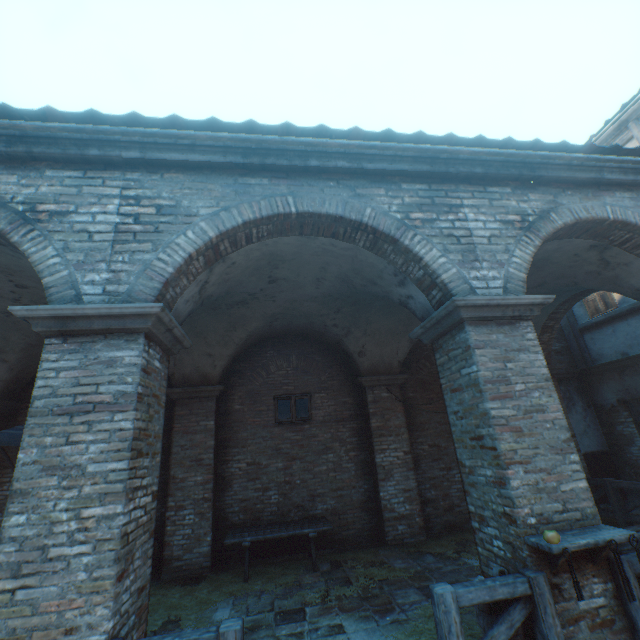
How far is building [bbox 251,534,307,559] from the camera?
7.58m

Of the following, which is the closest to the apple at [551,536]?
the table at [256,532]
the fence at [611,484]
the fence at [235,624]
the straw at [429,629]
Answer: the straw at [429,629]

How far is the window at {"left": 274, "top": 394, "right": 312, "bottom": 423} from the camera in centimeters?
873cm

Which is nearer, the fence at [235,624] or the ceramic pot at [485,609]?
the fence at [235,624]

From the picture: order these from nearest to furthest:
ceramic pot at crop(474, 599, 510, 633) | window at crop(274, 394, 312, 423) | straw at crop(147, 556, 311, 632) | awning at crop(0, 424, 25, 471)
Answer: ceramic pot at crop(474, 599, 510, 633), straw at crop(147, 556, 311, 632), awning at crop(0, 424, 25, 471), window at crop(274, 394, 312, 423)

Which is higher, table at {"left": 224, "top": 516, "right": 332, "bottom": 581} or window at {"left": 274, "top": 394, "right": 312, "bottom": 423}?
window at {"left": 274, "top": 394, "right": 312, "bottom": 423}

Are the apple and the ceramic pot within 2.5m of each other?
yes

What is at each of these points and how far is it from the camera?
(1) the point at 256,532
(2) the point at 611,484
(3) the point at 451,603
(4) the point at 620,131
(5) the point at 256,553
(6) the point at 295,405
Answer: (1) table, 6.9m
(2) fence, 7.7m
(3) fence, 3.0m
(4) building, 9.6m
(5) building, 7.6m
(6) window, 8.9m
